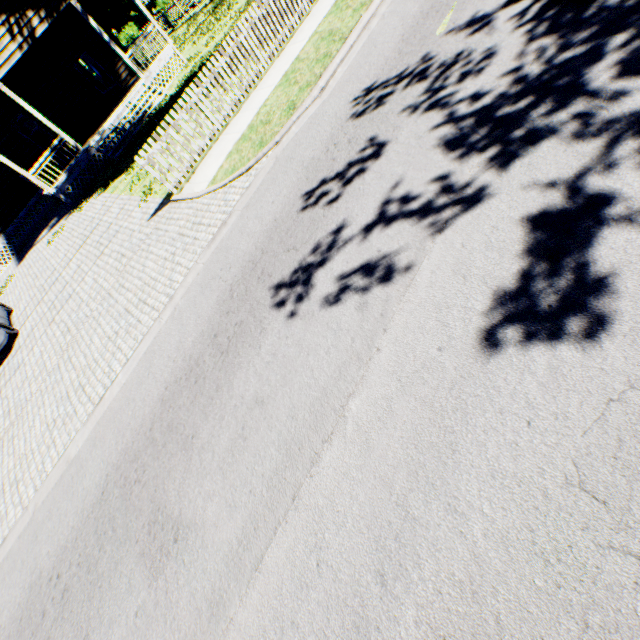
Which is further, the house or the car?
the house

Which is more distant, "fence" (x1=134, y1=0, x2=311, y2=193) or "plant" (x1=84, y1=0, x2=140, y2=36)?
"plant" (x1=84, y1=0, x2=140, y2=36)

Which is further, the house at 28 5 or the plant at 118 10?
the plant at 118 10

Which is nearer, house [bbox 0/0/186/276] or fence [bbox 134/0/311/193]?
fence [bbox 134/0/311/193]

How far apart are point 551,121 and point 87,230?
15.07m

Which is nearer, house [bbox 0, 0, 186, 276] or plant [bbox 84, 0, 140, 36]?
house [bbox 0, 0, 186, 276]

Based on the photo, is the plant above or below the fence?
above

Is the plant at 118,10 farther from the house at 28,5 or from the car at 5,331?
the car at 5,331
